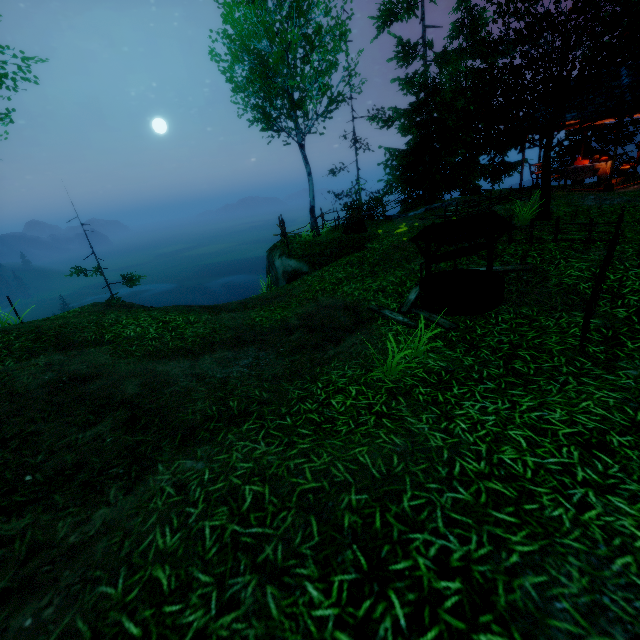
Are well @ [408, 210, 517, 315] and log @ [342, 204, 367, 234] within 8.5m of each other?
yes

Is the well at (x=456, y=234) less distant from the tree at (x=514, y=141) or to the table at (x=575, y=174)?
the tree at (x=514, y=141)

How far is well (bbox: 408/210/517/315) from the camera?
5.75m

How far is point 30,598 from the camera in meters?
2.2 m

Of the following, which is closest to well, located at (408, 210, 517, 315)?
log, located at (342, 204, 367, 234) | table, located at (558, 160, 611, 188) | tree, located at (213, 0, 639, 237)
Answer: tree, located at (213, 0, 639, 237)

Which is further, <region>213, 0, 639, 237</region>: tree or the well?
<region>213, 0, 639, 237</region>: tree

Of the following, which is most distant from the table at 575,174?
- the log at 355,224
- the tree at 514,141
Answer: the log at 355,224

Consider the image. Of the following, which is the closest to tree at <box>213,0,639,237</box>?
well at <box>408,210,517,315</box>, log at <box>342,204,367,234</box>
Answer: well at <box>408,210,517,315</box>
